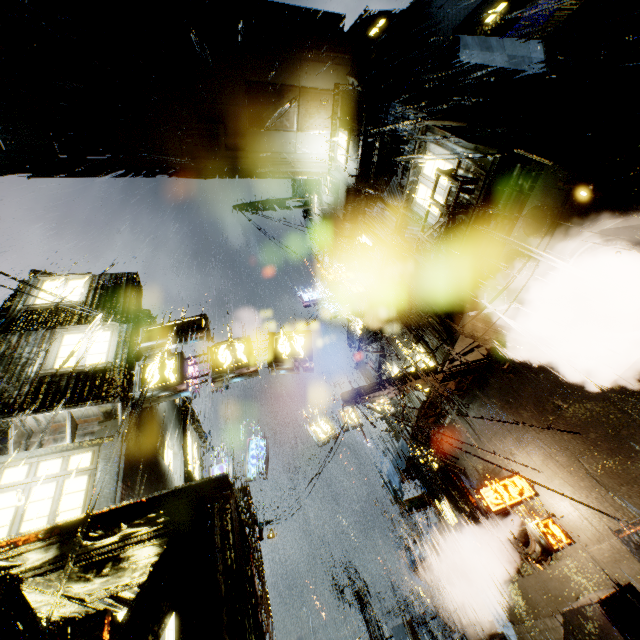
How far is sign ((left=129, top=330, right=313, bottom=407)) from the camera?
9.4 meters

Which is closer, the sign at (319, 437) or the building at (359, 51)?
the building at (359, 51)

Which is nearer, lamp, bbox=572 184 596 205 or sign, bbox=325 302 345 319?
lamp, bbox=572 184 596 205

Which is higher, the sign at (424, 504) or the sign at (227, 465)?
the sign at (227, 465)

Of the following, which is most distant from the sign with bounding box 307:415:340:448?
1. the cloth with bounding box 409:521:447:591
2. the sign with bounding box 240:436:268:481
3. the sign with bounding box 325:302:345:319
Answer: the sign with bounding box 325:302:345:319

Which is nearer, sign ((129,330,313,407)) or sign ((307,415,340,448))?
sign ((129,330,313,407))

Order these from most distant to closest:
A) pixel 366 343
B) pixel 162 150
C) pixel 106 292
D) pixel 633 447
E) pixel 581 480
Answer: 1. pixel 366 343
2. pixel 162 150
3. pixel 106 292
4. pixel 581 480
5. pixel 633 447

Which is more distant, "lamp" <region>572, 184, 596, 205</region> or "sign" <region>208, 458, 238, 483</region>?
"sign" <region>208, 458, 238, 483</region>
